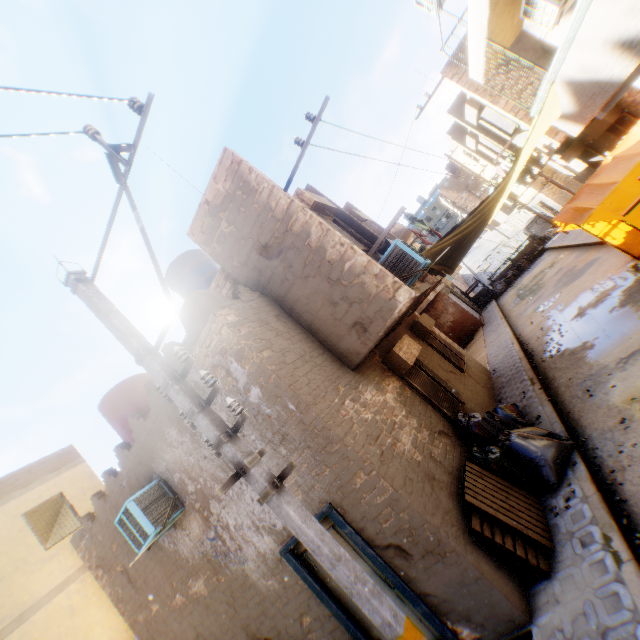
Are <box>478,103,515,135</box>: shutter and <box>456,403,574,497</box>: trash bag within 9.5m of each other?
yes

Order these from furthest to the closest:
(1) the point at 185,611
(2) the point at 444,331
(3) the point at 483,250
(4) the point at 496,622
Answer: (3) the point at 483,250, (2) the point at 444,331, (1) the point at 185,611, (4) the point at 496,622

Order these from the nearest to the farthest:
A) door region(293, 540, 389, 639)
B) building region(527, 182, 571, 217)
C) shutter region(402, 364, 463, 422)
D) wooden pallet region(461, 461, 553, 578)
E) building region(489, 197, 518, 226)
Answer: wooden pallet region(461, 461, 553, 578)
door region(293, 540, 389, 639)
shutter region(402, 364, 463, 422)
building region(527, 182, 571, 217)
building region(489, 197, 518, 226)

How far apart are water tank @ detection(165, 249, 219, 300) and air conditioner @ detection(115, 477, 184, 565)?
4.6 meters

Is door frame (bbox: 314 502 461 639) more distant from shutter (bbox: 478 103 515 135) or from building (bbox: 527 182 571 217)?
shutter (bbox: 478 103 515 135)

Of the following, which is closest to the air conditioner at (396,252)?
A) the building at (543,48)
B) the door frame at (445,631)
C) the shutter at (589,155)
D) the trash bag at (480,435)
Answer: the building at (543,48)

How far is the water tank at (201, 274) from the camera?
9.6 meters

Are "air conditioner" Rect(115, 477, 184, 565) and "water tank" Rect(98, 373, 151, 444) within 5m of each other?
yes
